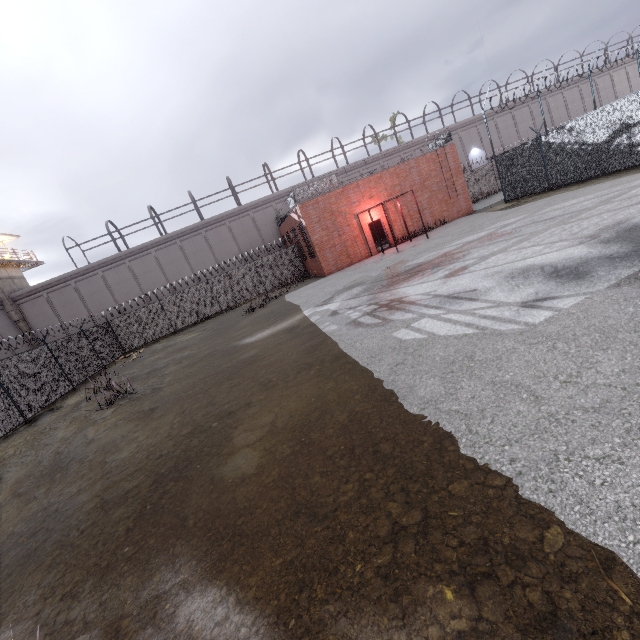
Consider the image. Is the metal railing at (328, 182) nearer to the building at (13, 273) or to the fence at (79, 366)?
the fence at (79, 366)

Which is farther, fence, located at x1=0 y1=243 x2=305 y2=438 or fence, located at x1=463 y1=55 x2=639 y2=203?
fence, located at x1=0 y1=243 x2=305 y2=438

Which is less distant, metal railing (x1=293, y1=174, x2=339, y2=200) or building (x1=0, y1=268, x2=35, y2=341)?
metal railing (x1=293, y1=174, x2=339, y2=200)

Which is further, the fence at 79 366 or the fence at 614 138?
the fence at 79 366

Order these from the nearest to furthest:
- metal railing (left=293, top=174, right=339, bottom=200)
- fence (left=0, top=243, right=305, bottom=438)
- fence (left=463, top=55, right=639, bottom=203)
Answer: fence (left=463, top=55, right=639, bottom=203) < fence (left=0, top=243, right=305, bottom=438) < metal railing (left=293, top=174, right=339, bottom=200)

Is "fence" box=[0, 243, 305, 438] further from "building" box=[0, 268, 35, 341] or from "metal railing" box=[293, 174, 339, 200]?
"building" box=[0, 268, 35, 341]

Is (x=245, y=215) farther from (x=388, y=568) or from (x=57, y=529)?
(x=388, y=568)

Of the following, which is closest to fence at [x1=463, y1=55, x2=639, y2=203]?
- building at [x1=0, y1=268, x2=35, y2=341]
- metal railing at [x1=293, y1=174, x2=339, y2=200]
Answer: metal railing at [x1=293, y1=174, x2=339, y2=200]
